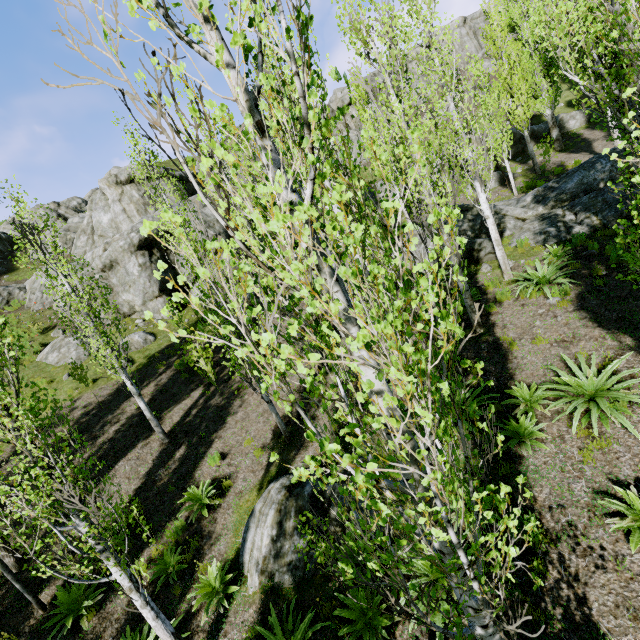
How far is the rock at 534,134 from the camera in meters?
26.8

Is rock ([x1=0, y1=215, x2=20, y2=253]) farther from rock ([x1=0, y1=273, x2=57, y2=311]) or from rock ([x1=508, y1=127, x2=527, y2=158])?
rock ([x1=508, y1=127, x2=527, y2=158])

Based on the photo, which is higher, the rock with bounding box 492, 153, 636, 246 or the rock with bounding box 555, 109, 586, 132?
the rock with bounding box 555, 109, 586, 132

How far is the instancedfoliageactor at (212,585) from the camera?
6.50m

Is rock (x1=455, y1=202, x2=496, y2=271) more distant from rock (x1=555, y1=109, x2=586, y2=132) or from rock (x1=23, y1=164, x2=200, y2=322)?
rock (x1=23, y1=164, x2=200, y2=322)

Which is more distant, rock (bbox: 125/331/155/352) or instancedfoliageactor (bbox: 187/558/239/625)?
rock (bbox: 125/331/155/352)

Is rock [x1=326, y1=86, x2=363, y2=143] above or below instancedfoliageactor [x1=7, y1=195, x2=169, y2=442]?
above

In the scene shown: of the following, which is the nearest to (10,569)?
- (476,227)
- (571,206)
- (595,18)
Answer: (595,18)
